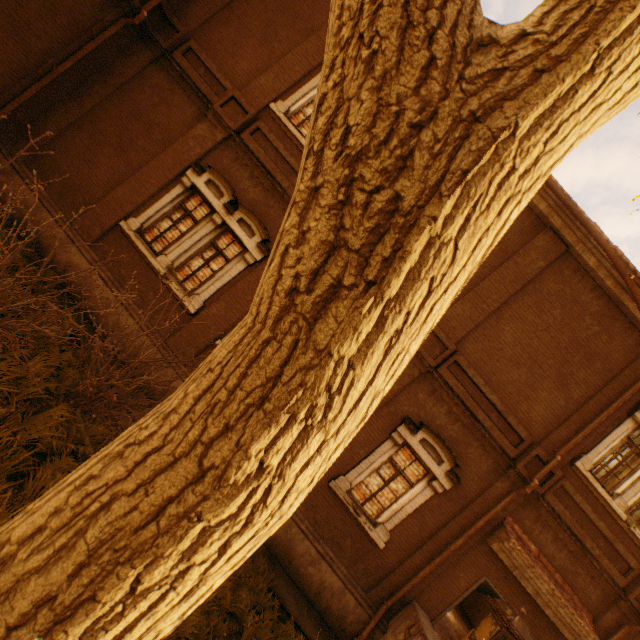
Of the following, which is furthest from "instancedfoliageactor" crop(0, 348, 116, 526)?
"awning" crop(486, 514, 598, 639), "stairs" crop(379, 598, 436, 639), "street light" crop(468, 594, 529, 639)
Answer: "awning" crop(486, 514, 598, 639)

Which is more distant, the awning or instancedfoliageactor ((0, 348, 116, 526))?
the awning

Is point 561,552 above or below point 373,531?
above

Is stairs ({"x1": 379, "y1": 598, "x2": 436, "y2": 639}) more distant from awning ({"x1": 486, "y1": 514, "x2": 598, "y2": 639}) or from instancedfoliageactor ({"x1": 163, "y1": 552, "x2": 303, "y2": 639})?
awning ({"x1": 486, "y1": 514, "x2": 598, "y2": 639})

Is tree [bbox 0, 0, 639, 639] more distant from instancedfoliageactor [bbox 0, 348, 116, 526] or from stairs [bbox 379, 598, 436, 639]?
stairs [bbox 379, 598, 436, 639]

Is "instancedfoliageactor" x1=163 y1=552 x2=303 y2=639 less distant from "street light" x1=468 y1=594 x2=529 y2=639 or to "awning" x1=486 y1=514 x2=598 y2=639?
"street light" x1=468 y1=594 x2=529 y2=639

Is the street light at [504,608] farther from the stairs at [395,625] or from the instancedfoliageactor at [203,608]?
the stairs at [395,625]

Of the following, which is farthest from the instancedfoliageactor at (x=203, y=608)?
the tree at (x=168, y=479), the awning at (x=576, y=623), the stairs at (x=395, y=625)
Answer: the awning at (x=576, y=623)
